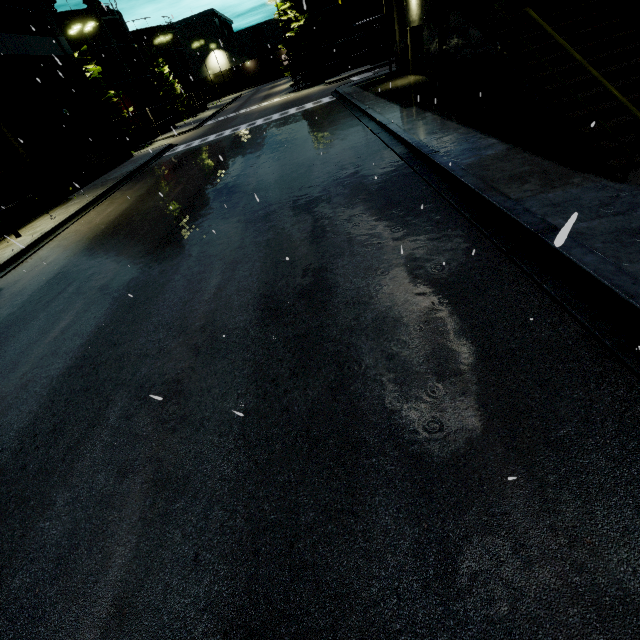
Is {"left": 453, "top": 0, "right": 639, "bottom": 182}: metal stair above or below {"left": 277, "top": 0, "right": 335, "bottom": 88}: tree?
below

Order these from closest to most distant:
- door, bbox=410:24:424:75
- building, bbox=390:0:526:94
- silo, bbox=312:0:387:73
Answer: building, bbox=390:0:526:94
door, bbox=410:24:424:75
silo, bbox=312:0:387:73

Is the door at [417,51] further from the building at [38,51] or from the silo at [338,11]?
the silo at [338,11]

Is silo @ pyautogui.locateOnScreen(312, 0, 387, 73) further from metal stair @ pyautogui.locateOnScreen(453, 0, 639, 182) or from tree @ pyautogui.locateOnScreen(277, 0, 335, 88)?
metal stair @ pyautogui.locateOnScreen(453, 0, 639, 182)

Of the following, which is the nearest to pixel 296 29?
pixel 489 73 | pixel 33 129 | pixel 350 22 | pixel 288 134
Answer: pixel 350 22

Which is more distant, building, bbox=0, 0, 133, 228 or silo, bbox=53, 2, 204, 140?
silo, bbox=53, 2, 204, 140

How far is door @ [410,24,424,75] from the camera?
18.6 meters

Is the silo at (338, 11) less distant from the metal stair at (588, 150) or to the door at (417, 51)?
the door at (417, 51)
